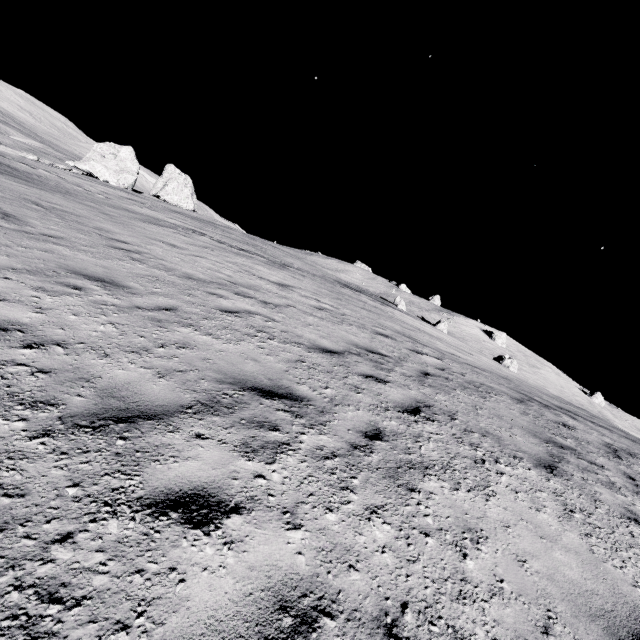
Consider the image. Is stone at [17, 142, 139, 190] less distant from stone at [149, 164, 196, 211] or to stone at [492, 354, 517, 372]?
stone at [149, 164, 196, 211]

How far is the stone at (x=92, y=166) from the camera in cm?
3944

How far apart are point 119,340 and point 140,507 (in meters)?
2.60

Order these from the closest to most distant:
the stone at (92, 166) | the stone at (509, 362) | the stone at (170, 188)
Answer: the stone at (92, 166) < the stone at (509, 362) < the stone at (170, 188)

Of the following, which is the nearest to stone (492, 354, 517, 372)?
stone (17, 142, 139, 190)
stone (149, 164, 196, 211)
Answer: stone (149, 164, 196, 211)
